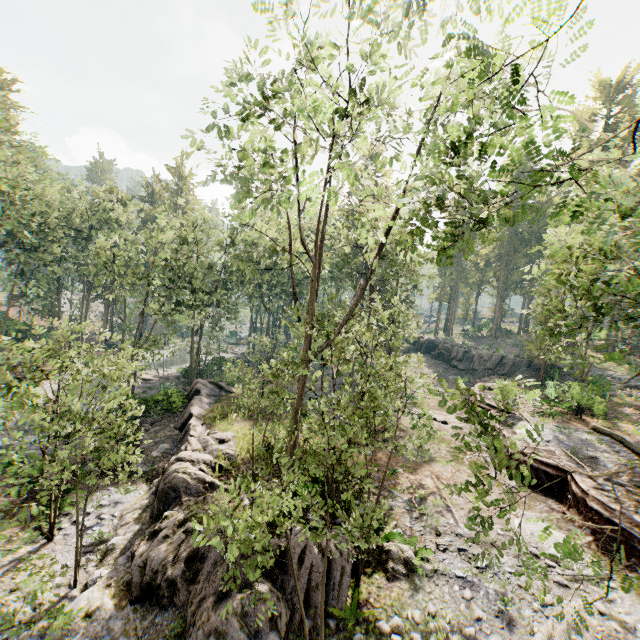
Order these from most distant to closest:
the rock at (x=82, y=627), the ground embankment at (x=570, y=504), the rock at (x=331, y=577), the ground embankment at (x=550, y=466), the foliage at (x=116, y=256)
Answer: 1. the ground embankment at (x=550, y=466)
2. the ground embankment at (x=570, y=504)
3. the rock at (x=331, y=577)
4. the rock at (x=82, y=627)
5. the foliage at (x=116, y=256)

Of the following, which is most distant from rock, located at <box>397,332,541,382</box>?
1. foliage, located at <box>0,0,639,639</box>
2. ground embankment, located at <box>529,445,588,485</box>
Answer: foliage, located at <box>0,0,639,639</box>

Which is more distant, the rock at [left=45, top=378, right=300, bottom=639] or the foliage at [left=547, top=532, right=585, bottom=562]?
the rock at [left=45, top=378, right=300, bottom=639]

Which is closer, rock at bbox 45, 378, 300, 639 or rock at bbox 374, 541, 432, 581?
rock at bbox 45, 378, 300, 639

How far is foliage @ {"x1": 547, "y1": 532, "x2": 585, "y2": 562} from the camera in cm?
458

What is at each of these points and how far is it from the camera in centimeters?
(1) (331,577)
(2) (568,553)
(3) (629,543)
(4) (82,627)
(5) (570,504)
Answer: (1) rock, 1012cm
(2) foliage, 480cm
(3) ground embankment, 1166cm
(4) rock, 977cm
(5) ground embankment, 1416cm

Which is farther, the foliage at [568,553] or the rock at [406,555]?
the rock at [406,555]

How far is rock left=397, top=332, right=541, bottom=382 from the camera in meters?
39.3 m
